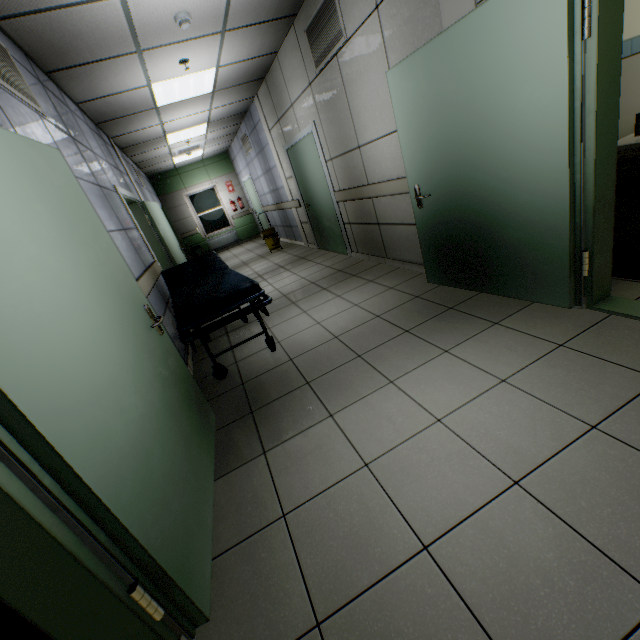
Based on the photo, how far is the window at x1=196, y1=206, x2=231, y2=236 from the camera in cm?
1251

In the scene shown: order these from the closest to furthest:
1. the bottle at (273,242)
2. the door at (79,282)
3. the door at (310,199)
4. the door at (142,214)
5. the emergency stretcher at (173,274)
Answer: the door at (79,282), the emergency stretcher at (173,274), the door at (142,214), the door at (310,199), the bottle at (273,242)

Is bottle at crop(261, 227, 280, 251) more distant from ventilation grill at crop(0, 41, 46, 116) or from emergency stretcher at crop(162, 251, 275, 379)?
ventilation grill at crop(0, 41, 46, 116)

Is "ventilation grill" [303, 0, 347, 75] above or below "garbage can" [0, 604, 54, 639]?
above

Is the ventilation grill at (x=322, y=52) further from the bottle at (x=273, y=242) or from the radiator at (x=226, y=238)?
the radiator at (x=226, y=238)

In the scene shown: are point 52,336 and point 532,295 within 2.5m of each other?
no

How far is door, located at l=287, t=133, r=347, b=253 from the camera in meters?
5.4

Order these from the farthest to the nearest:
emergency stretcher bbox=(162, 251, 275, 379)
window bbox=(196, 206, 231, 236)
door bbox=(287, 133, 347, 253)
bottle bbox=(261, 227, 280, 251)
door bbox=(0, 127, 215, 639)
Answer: window bbox=(196, 206, 231, 236) < bottle bbox=(261, 227, 280, 251) < door bbox=(287, 133, 347, 253) < emergency stretcher bbox=(162, 251, 275, 379) < door bbox=(0, 127, 215, 639)
